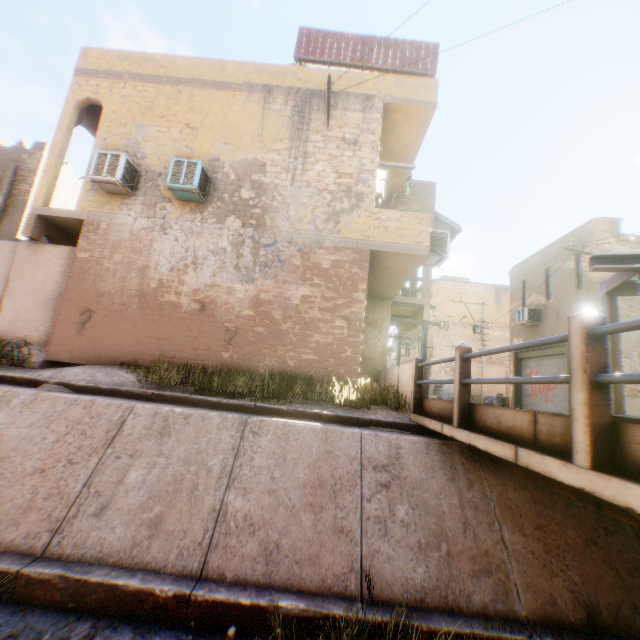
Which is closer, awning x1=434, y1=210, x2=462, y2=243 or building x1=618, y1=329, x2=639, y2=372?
building x1=618, y1=329, x2=639, y2=372

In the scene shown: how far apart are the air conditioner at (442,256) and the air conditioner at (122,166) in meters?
8.4

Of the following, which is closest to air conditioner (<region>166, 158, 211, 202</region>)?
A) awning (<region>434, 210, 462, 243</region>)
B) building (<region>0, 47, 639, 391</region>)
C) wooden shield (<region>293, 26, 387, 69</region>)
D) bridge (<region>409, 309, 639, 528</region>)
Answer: building (<region>0, 47, 639, 391</region>)

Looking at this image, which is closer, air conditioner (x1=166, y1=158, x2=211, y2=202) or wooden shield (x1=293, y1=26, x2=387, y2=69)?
air conditioner (x1=166, y1=158, x2=211, y2=202)

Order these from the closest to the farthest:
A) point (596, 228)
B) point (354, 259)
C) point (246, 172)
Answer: point (354, 259) → point (246, 172) → point (596, 228)

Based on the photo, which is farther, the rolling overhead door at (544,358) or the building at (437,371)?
the building at (437,371)

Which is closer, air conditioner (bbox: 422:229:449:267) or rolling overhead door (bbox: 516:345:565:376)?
air conditioner (bbox: 422:229:449:267)

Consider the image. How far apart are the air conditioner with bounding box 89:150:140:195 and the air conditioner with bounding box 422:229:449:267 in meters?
8.4 m
